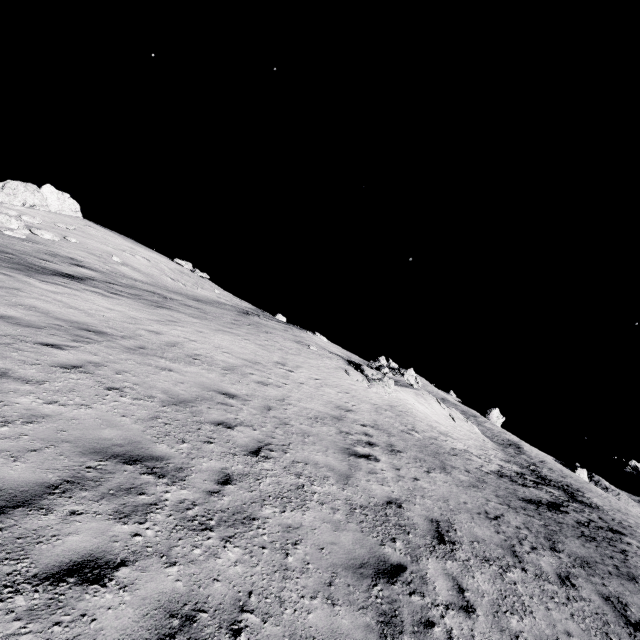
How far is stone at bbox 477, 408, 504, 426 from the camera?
52.2 meters

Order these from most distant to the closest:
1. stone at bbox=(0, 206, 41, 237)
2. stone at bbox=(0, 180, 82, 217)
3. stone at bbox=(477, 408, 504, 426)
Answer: stone at bbox=(477, 408, 504, 426) → stone at bbox=(0, 180, 82, 217) → stone at bbox=(0, 206, 41, 237)

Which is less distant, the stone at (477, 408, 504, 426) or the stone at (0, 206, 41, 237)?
the stone at (0, 206, 41, 237)

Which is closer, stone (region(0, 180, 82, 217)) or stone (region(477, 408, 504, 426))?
stone (region(0, 180, 82, 217))

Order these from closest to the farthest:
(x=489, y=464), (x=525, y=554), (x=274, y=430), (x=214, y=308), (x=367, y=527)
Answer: (x=367, y=527) < (x=525, y=554) < (x=274, y=430) < (x=489, y=464) < (x=214, y=308)

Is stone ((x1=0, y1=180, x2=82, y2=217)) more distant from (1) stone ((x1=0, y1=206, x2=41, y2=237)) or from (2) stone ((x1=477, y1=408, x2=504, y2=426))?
(2) stone ((x1=477, y1=408, x2=504, y2=426))

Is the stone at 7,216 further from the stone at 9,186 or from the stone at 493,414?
the stone at 493,414
